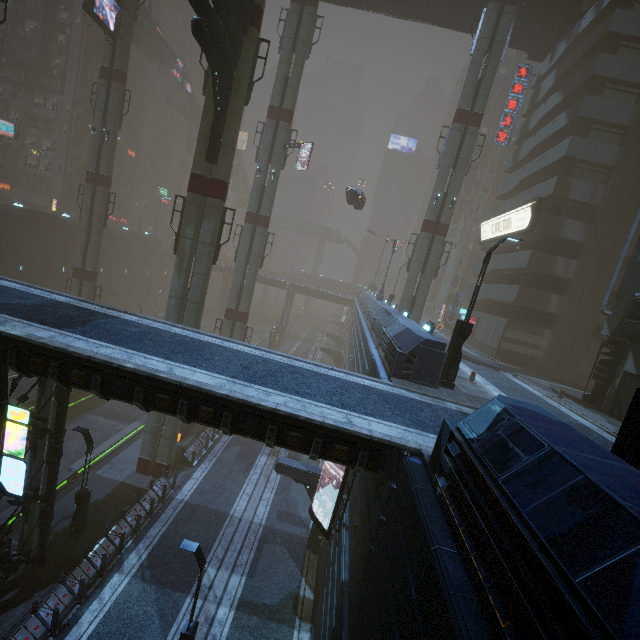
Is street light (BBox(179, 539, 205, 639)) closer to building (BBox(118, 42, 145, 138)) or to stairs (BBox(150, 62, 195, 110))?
building (BBox(118, 42, 145, 138))

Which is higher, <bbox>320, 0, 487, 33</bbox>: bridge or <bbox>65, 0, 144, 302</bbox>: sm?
<bbox>320, 0, 487, 33</bbox>: bridge

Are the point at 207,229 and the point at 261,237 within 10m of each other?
no

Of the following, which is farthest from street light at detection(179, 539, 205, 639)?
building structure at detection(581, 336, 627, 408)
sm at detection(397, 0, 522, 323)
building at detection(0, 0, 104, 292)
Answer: sm at detection(397, 0, 522, 323)

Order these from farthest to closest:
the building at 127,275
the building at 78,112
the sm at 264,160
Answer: the building at 127,275 → the building at 78,112 → the sm at 264,160

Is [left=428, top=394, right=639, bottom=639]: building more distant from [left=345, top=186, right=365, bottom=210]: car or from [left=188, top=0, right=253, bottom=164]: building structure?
[left=188, top=0, right=253, bottom=164]: building structure

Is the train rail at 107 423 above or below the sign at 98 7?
below

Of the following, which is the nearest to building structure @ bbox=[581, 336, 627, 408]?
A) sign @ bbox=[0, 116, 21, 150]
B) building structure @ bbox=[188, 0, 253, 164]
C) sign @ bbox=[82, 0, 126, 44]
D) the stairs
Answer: building structure @ bbox=[188, 0, 253, 164]
